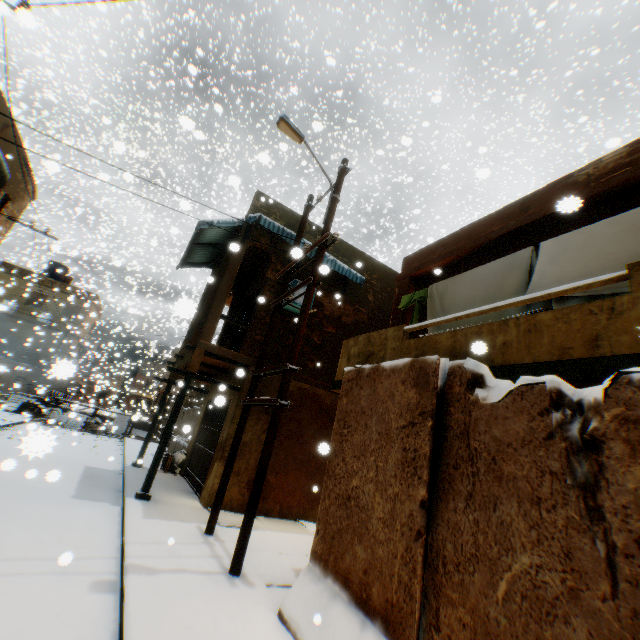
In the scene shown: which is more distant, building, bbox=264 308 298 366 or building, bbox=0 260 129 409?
building, bbox=0 260 129 409

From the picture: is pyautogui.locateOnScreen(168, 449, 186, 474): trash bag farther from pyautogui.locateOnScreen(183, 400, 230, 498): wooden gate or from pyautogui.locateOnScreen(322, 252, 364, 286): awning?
pyautogui.locateOnScreen(322, 252, 364, 286): awning

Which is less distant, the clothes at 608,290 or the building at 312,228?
the clothes at 608,290

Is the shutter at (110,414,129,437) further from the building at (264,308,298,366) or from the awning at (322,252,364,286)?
the awning at (322,252,364,286)

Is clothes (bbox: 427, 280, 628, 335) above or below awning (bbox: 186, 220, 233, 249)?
below

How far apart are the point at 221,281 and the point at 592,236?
8.6m

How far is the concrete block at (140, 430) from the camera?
21.42m

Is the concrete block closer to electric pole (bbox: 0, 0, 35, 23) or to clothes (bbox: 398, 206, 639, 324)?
electric pole (bbox: 0, 0, 35, 23)
